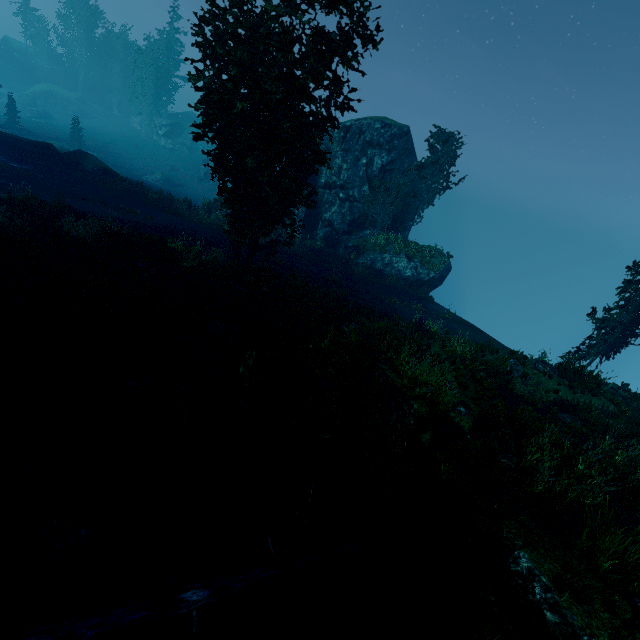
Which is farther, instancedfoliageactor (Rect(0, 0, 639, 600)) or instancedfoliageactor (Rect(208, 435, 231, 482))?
instancedfoliageactor (Rect(0, 0, 639, 600))

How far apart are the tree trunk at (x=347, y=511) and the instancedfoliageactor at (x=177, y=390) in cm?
437

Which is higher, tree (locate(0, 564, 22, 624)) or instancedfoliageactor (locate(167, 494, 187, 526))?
tree (locate(0, 564, 22, 624))

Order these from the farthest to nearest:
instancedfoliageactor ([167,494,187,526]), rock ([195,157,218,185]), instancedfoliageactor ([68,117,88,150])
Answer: rock ([195,157,218,185]) < instancedfoliageactor ([68,117,88,150]) < instancedfoliageactor ([167,494,187,526])

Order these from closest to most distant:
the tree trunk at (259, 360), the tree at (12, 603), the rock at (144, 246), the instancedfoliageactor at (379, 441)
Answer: the tree at (12, 603), the instancedfoliageactor at (379, 441), the tree trunk at (259, 360), the rock at (144, 246)

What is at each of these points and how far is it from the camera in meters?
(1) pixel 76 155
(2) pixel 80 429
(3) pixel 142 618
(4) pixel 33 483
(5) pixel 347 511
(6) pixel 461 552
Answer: (1) rock, 27.8 m
(2) instancedfoliageactor, 7.4 m
(3) tree, 4.5 m
(4) instancedfoliageactor, 6.3 m
(5) tree trunk, 7.0 m
(6) instancedfoliageactor, 6.8 m

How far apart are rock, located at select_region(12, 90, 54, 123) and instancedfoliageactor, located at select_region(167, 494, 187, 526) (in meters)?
→ 77.59

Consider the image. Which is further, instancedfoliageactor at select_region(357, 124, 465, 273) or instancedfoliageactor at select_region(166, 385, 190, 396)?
instancedfoliageactor at select_region(357, 124, 465, 273)
